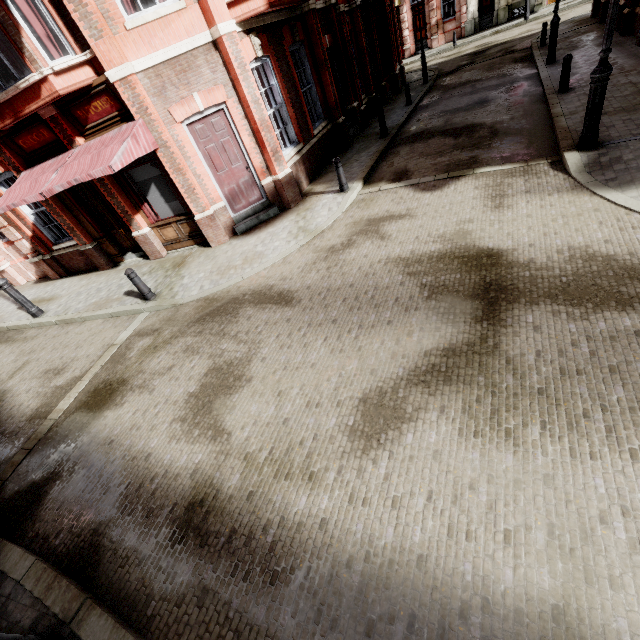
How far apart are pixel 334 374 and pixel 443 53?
32.9m

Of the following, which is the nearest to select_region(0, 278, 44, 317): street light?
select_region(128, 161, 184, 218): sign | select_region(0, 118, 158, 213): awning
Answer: select_region(0, 118, 158, 213): awning

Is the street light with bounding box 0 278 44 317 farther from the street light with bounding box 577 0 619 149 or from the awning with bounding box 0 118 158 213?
the street light with bounding box 577 0 619 149

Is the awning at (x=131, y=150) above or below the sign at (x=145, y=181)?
above

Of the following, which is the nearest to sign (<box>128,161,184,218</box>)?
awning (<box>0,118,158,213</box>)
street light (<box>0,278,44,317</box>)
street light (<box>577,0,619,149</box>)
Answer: awning (<box>0,118,158,213</box>)

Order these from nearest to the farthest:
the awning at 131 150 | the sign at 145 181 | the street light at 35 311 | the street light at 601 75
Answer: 1. the street light at 601 75
2. the awning at 131 150
3. the sign at 145 181
4. the street light at 35 311

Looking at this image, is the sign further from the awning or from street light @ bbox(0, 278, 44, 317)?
street light @ bbox(0, 278, 44, 317)

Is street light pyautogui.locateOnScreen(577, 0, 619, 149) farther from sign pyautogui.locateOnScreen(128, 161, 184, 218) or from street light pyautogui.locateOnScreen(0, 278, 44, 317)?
street light pyautogui.locateOnScreen(0, 278, 44, 317)
